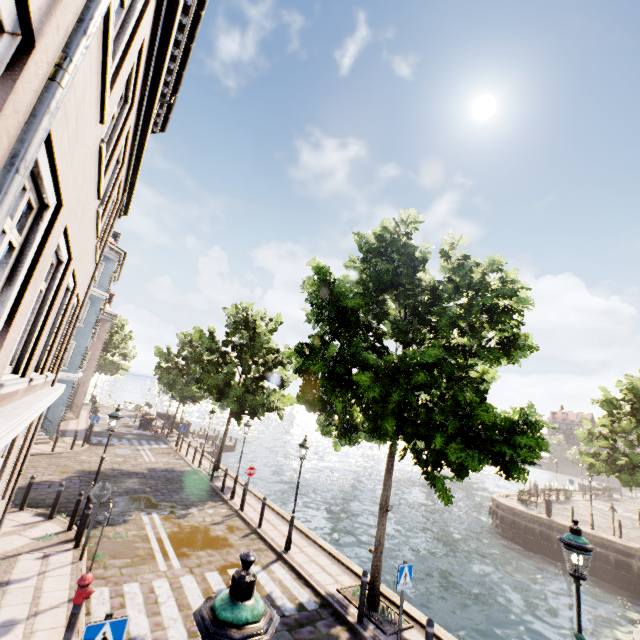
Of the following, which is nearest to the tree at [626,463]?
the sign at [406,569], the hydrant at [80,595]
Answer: the sign at [406,569]

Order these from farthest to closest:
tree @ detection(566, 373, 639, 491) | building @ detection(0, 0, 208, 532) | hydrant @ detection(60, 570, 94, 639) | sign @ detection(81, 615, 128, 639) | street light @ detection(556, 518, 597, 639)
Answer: tree @ detection(566, 373, 639, 491) < hydrant @ detection(60, 570, 94, 639) < street light @ detection(556, 518, 597, 639) < sign @ detection(81, 615, 128, 639) < building @ detection(0, 0, 208, 532)

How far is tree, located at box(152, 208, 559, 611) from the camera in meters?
7.4 m

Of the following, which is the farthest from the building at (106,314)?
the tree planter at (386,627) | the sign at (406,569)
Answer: the sign at (406,569)

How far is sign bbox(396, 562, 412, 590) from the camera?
7.1 meters

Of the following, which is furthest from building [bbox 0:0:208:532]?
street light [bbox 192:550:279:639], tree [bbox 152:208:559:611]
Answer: street light [bbox 192:550:279:639]

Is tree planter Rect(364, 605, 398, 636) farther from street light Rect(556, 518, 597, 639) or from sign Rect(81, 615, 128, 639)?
sign Rect(81, 615, 128, 639)

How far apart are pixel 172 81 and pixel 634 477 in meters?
29.8
